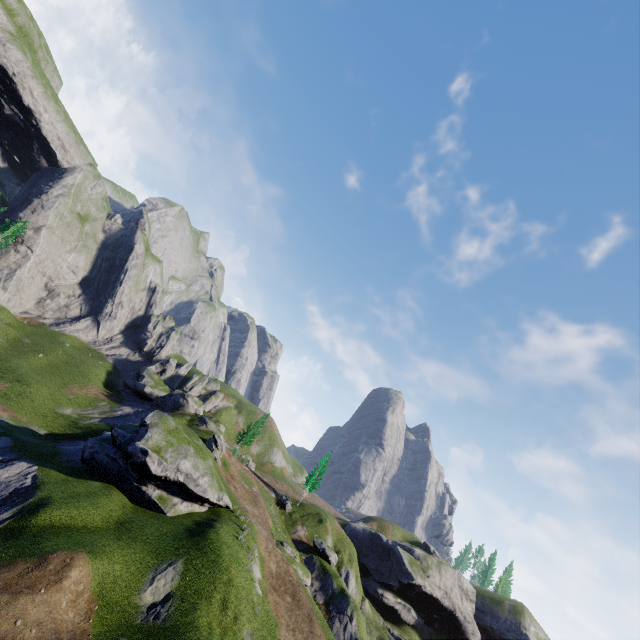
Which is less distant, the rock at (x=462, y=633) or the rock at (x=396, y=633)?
the rock at (x=396, y=633)

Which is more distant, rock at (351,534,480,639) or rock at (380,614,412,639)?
rock at (351,534,480,639)

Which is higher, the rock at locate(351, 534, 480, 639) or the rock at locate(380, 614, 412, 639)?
the rock at locate(351, 534, 480, 639)

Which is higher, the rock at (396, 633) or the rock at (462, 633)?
the rock at (462, 633)

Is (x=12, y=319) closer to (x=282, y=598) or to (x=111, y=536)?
(x=111, y=536)
